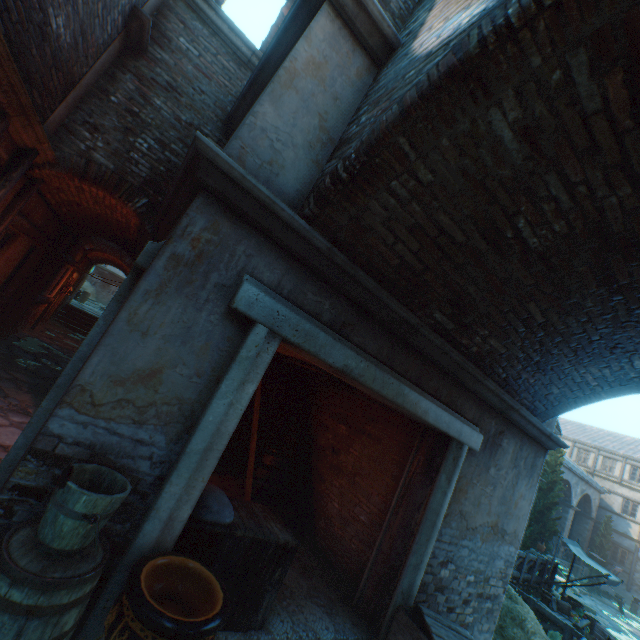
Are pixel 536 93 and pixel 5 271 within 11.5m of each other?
yes

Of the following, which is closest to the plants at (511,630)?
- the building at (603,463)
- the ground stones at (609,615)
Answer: the ground stones at (609,615)

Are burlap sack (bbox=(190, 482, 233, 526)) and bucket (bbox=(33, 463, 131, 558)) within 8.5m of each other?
yes

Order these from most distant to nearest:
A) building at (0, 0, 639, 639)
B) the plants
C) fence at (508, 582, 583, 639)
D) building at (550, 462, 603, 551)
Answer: building at (550, 462, 603, 551) < fence at (508, 582, 583, 639) < the plants < building at (0, 0, 639, 639)

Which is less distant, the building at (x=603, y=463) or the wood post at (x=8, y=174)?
the wood post at (x=8, y=174)

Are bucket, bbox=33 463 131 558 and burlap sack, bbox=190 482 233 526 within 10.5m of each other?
yes

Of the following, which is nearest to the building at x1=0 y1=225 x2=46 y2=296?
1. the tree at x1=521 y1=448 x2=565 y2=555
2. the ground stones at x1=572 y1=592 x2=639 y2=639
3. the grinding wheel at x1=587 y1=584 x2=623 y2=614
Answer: the tree at x1=521 y1=448 x2=565 y2=555
